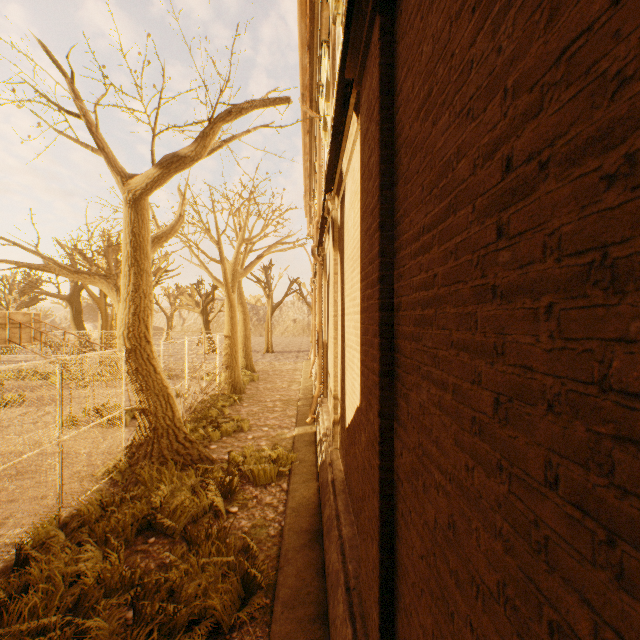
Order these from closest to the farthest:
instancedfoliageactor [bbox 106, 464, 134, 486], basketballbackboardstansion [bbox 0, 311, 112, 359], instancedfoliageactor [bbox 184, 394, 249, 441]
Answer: instancedfoliageactor [bbox 106, 464, 134, 486], instancedfoliageactor [bbox 184, 394, 249, 441], basketballbackboardstansion [bbox 0, 311, 112, 359]

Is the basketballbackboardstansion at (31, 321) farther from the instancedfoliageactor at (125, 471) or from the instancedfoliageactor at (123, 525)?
the instancedfoliageactor at (123, 525)

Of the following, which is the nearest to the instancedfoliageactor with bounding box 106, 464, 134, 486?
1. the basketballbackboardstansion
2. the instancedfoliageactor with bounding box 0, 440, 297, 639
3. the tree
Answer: the tree

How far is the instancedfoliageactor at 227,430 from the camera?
9.8m

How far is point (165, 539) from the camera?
5.3 meters

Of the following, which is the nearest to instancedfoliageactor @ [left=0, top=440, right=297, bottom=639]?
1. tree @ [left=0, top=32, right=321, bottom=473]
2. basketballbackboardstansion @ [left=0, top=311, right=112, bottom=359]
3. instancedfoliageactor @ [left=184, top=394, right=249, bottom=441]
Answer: tree @ [left=0, top=32, right=321, bottom=473]

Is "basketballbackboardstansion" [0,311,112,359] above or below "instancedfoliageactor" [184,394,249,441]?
above

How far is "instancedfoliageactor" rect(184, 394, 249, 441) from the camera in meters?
9.8 m
